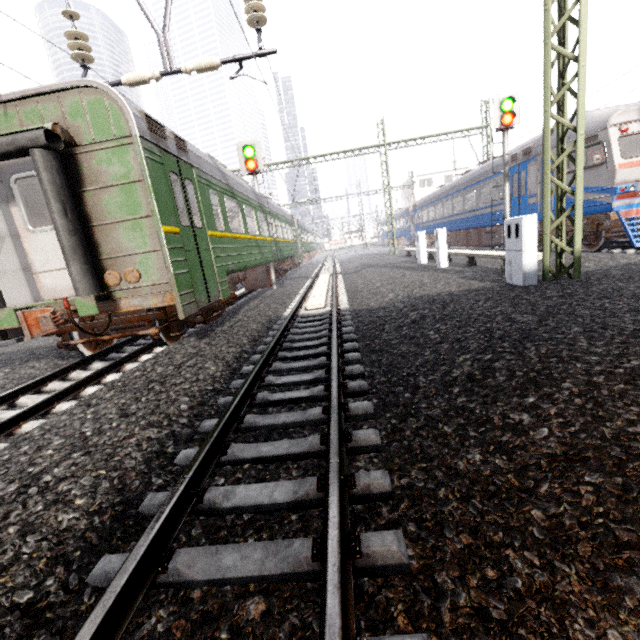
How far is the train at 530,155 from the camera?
12.0 meters

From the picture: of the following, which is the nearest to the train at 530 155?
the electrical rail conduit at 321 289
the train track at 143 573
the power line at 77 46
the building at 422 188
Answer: the building at 422 188

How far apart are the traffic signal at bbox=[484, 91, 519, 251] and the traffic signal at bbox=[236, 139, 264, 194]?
8.96m

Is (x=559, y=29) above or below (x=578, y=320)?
above

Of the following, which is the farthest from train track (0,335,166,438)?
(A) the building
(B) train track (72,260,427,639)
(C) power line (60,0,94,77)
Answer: (A) the building

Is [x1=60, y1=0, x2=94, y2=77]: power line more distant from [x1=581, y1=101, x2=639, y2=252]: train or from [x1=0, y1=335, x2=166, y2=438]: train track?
[x1=0, y1=335, x2=166, y2=438]: train track

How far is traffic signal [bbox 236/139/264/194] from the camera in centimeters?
1264cm

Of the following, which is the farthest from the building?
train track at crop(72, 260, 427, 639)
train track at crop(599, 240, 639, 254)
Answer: train track at crop(599, 240, 639, 254)
